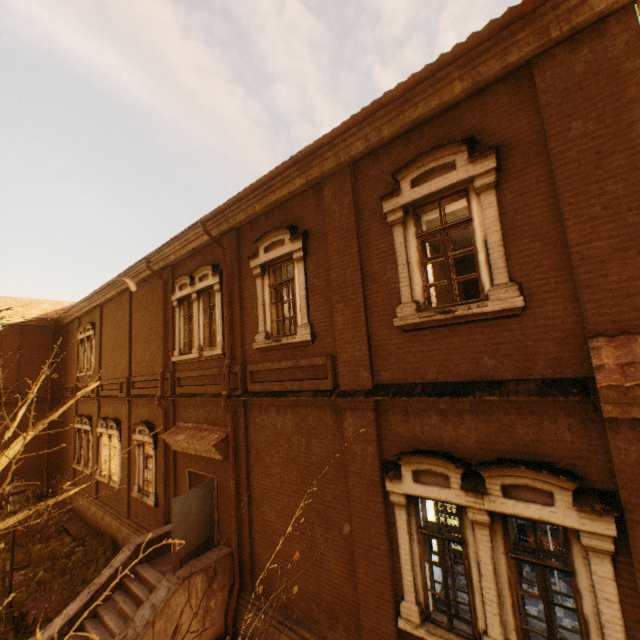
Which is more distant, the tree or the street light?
the street light

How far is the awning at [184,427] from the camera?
8.80m

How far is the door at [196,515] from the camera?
7.8m

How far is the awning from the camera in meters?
8.8

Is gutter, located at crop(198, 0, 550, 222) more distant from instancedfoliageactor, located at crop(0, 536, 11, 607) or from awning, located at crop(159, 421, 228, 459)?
instancedfoliageactor, located at crop(0, 536, 11, 607)

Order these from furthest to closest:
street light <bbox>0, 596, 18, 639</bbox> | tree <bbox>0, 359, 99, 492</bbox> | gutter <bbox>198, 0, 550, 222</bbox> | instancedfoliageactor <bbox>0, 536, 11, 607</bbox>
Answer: instancedfoliageactor <bbox>0, 536, 11, 607</bbox> → street light <bbox>0, 596, 18, 639</bbox> → gutter <bbox>198, 0, 550, 222</bbox> → tree <bbox>0, 359, 99, 492</bbox>

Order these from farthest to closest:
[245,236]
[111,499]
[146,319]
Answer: [111,499] < [146,319] < [245,236]

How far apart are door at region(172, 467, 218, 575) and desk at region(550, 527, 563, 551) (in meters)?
7.95
